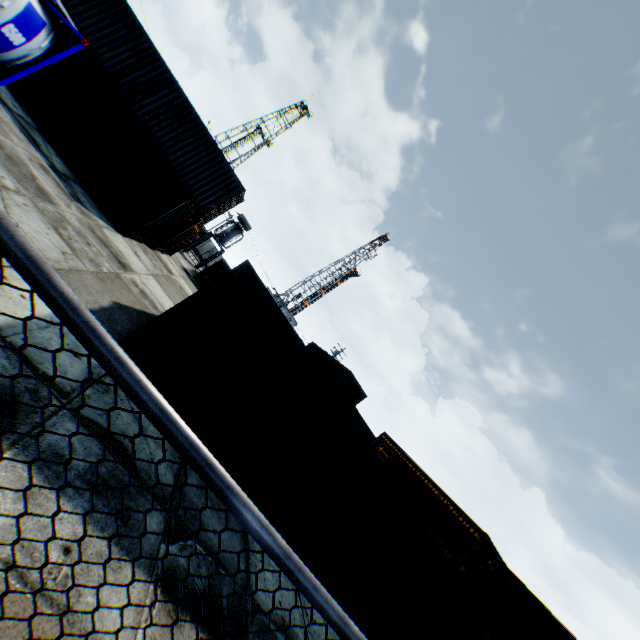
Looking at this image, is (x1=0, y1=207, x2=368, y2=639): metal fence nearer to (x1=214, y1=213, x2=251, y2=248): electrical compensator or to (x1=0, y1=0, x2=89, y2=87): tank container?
(x1=0, y1=0, x2=89, y2=87): tank container

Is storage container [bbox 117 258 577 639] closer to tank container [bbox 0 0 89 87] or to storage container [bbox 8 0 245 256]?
storage container [bbox 8 0 245 256]

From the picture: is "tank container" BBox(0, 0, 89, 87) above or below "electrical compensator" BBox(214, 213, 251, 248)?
below

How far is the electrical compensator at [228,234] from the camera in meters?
33.8 m

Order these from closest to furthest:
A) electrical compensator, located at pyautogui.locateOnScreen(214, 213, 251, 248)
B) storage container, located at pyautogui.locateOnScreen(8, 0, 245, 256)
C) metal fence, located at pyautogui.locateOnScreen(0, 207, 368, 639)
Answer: metal fence, located at pyautogui.locateOnScreen(0, 207, 368, 639) → storage container, located at pyautogui.locateOnScreen(8, 0, 245, 256) → electrical compensator, located at pyautogui.locateOnScreen(214, 213, 251, 248)

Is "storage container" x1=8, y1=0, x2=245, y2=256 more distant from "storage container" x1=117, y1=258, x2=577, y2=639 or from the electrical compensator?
the electrical compensator

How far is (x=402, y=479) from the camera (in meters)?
→ 23.33

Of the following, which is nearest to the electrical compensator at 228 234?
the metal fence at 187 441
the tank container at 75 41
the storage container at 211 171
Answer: the storage container at 211 171
